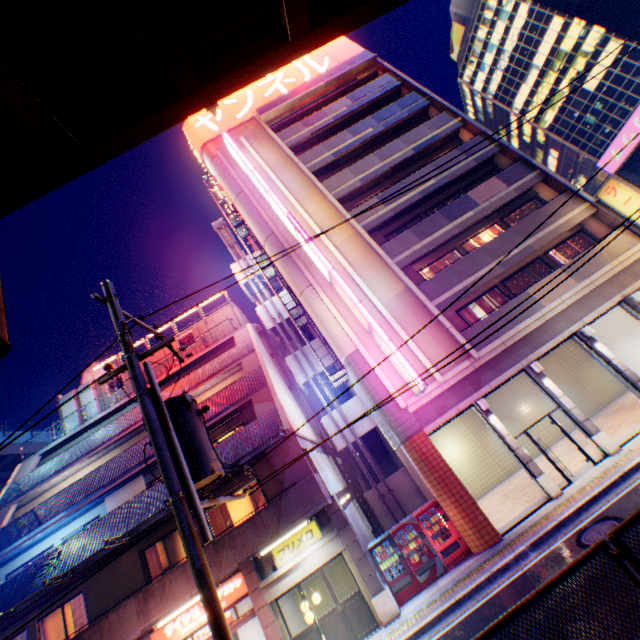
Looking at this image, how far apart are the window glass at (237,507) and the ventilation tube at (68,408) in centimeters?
1524cm

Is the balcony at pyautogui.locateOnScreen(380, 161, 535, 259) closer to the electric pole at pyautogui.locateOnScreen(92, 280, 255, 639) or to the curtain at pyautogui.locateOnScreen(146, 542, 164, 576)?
the electric pole at pyautogui.locateOnScreen(92, 280, 255, 639)

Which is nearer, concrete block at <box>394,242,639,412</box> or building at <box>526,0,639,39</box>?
concrete block at <box>394,242,639,412</box>

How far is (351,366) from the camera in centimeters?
1551cm

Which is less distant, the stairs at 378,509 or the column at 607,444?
the column at 607,444

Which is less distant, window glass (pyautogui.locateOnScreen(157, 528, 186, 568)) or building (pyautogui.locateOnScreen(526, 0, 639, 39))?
window glass (pyautogui.locateOnScreen(157, 528, 186, 568))

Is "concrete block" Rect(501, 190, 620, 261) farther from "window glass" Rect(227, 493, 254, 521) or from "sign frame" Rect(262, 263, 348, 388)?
"window glass" Rect(227, 493, 254, 521)

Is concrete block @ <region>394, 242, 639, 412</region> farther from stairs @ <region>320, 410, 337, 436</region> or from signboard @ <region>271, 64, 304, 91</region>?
stairs @ <region>320, 410, 337, 436</region>
